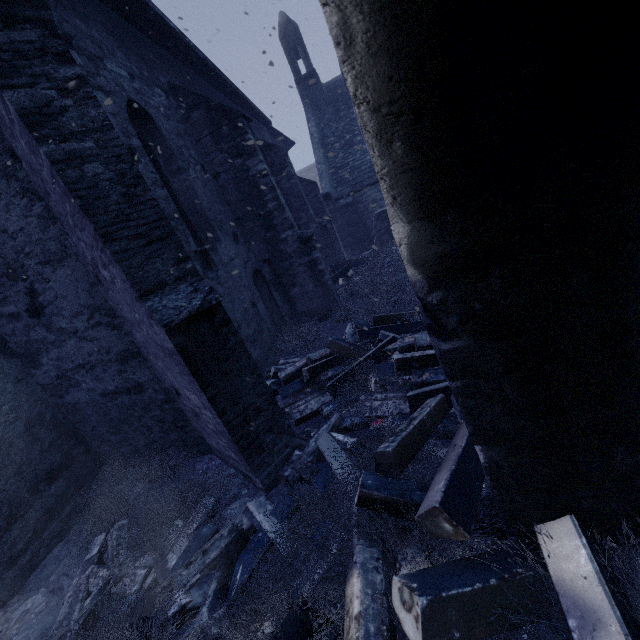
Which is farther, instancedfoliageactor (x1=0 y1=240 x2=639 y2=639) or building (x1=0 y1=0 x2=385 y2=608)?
building (x1=0 y1=0 x2=385 y2=608)

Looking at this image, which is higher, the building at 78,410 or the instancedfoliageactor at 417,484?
the building at 78,410

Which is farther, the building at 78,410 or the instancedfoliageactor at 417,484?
the building at 78,410

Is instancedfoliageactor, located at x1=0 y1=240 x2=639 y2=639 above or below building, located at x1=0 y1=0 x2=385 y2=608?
below

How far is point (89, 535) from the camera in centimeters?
420cm
